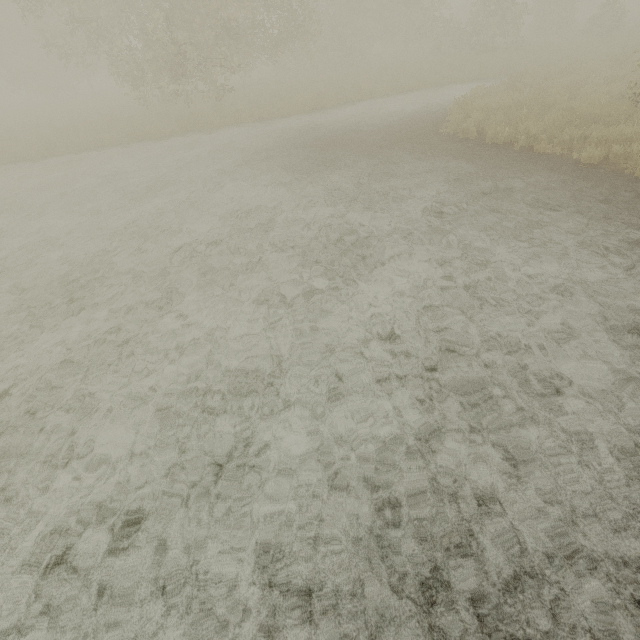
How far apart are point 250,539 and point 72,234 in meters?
8.8 m
